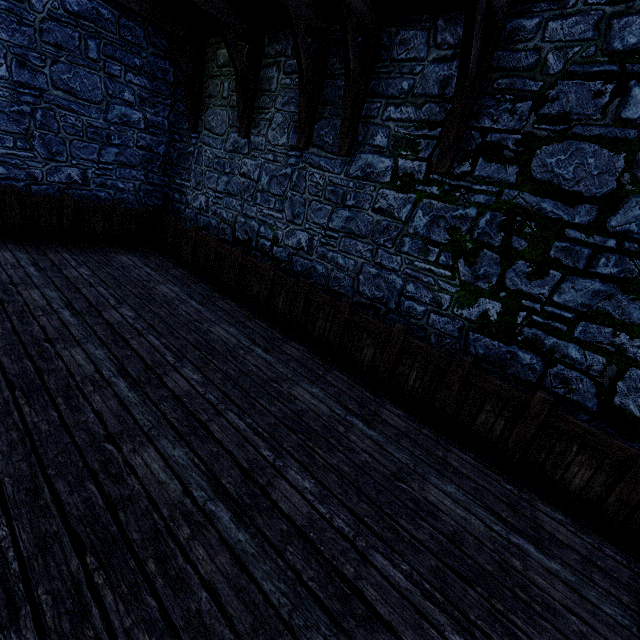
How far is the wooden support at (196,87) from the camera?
6.77m

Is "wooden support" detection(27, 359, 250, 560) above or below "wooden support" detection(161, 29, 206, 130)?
Result: below

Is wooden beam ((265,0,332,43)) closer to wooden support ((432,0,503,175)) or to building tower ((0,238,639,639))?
building tower ((0,238,639,639))

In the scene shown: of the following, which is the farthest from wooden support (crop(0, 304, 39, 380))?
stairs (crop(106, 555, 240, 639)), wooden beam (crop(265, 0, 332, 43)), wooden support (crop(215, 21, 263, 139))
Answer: wooden beam (crop(265, 0, 332, 43))

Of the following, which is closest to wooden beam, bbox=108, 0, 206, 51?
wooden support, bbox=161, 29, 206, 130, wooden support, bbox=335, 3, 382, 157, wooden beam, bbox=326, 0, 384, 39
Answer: wooden support, bbox=161, 29, 206, 130

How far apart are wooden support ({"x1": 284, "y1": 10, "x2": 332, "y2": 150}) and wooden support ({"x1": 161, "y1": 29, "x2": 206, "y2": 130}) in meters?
3.5

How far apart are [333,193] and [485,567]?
5.3m

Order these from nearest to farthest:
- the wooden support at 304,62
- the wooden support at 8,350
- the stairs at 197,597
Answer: the stairs at 197,597 → the wooden support at 8,350 → the wooden support at 304,62
